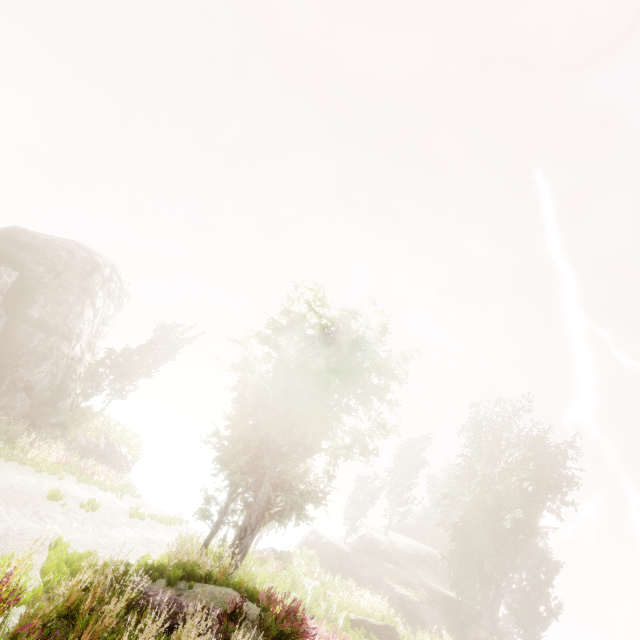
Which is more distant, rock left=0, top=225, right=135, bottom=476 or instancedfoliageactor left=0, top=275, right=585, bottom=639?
rock left=0, top=225, right=135, bottom=476

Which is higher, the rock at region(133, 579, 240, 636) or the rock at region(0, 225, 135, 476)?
the rock at region(0, 225, 135, 476)

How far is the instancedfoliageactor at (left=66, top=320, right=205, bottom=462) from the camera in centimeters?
2245cm

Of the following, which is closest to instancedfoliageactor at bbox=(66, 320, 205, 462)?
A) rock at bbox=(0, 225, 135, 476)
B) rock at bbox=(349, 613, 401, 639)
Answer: rock at bbox=(0, 225, 135, 476)

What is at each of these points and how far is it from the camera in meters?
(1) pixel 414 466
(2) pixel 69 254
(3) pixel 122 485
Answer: (1) instancedfoliageactor, 42.4 m
(2) rock, 21.1 m
(3) instancedfoliageactor, 23.6 m

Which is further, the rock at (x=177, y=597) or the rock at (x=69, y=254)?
the rock at (x=69, y=254)

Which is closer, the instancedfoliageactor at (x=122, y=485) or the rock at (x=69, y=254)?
the instancedfoliageactor at (x=122, y=485)
